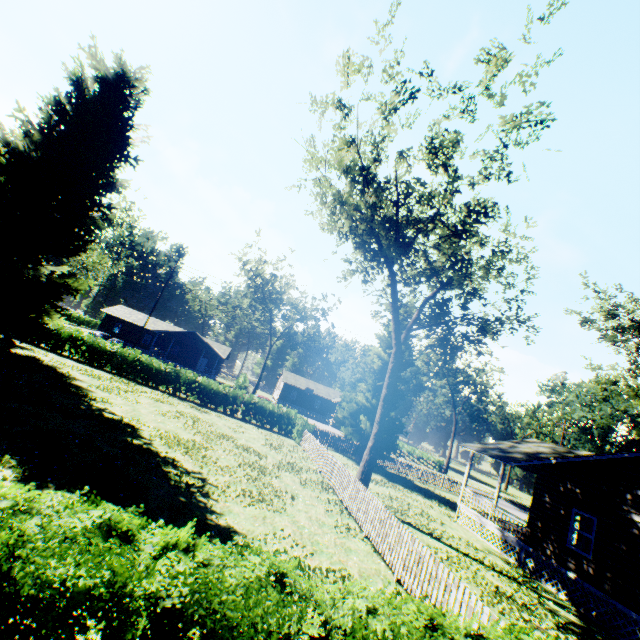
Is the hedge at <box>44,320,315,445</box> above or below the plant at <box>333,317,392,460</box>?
below

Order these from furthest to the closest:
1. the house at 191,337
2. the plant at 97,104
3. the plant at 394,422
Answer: the house at 191,337 < the plant at 394,422 < the plant at 97,104

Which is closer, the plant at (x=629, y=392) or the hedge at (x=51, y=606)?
the hedge at (x=51, y=606)

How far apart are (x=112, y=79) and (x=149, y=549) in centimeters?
2740cm

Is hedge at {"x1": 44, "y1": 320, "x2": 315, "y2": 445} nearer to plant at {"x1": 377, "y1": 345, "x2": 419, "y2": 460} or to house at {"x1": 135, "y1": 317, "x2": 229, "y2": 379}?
plant at {"x1": 377, "y1": 345, "x2": 419, "y2": 460}

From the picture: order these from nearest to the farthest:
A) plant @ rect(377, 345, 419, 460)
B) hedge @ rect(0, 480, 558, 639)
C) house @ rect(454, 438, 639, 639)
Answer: hedge @ rect(0, 480, 558, 639)
house @ rect(454, 438, 639, 639)
plant @ rect(377, 345, 419, 460)

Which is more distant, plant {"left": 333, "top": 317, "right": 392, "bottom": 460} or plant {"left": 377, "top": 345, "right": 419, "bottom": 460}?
plant {"left": 333, "top": 317, "right": 392, "bottom": 460}
